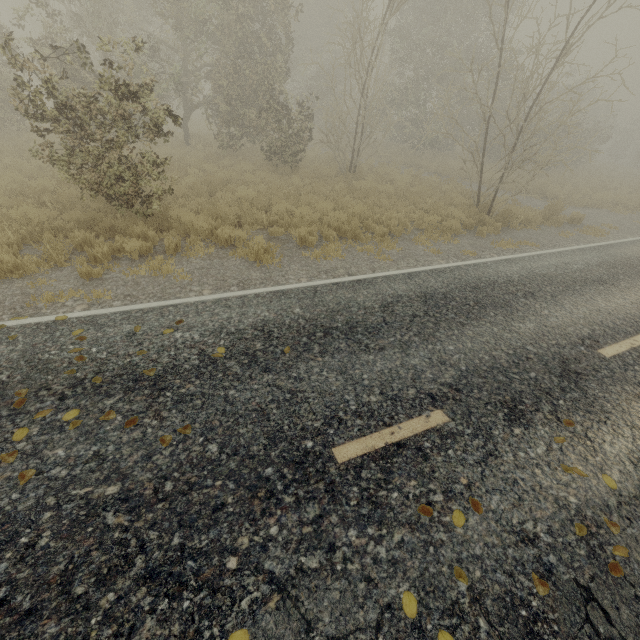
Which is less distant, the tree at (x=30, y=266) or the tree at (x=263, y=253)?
the tree at (x=30, y=266)

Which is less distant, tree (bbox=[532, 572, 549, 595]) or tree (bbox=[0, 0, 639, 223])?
tree (bbox=[532, 572, 549, 595])

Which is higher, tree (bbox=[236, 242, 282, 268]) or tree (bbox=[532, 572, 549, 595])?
tree (bbox=[532, 572, 549, 595])

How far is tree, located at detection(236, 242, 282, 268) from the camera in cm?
725

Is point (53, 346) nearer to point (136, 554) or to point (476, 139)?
point (136, 554)

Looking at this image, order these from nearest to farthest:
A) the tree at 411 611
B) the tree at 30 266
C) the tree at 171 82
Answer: the tree at 411 611
the tree at 30 266
the tree at 171 82

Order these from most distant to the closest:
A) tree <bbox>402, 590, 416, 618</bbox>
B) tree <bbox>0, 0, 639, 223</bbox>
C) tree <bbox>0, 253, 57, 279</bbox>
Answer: Result: tree <bbox>0, 0, 639, 223</bbox> → tree <bbox>0, 253, 57, 279</bbox> → tree <bbox>402, 590, 416, 618</bbox>
